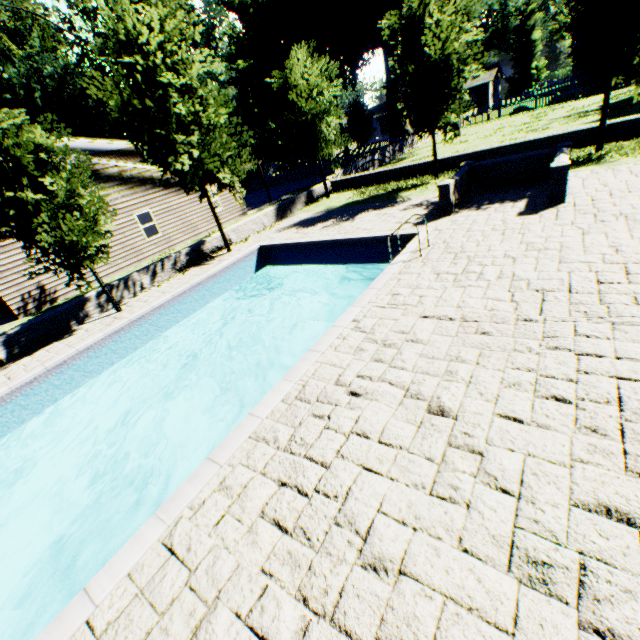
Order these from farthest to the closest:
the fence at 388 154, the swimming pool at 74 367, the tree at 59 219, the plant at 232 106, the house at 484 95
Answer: the house at 484 95
the plant at 232 106
the fence at 388 154
the tree at 59 219
the swimming pool at 74 367

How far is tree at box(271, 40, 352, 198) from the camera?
17.1m

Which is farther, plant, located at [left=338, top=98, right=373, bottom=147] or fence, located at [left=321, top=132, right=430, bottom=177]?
plant, located at [left=338, top=98, right=373, bottom=147]

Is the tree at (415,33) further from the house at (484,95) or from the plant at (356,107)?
the house at (484,95)

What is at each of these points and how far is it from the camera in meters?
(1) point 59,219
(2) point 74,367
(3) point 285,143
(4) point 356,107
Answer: (1) tree, 9.9 m
(2) swimming pool, 9.4 m
(3) plant, 42.8 m
(4) plant, 34.3 m

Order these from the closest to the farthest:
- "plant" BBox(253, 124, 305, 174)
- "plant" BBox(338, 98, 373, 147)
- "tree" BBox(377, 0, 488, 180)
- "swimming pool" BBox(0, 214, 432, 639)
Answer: "swimming pool" BBox(0, 214, 432, 639) < "tree" BBox(377, 0, 488, 180) < "plant" BBox(338, 98, 373, 147) < "plant" BBox(253, 124, 305, 174)

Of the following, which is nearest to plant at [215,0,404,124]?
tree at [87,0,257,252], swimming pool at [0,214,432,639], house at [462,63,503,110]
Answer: house at [462,63,503,110]

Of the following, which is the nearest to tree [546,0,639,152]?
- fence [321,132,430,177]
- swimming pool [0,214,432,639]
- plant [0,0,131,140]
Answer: fence [321,132,430,177]
